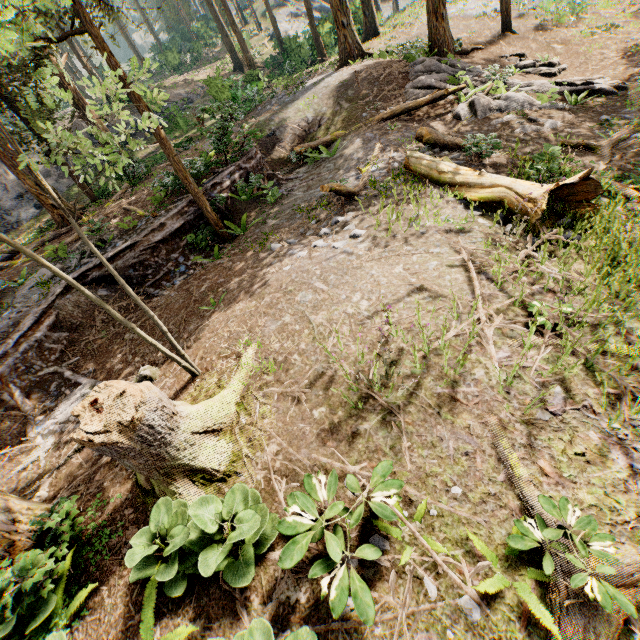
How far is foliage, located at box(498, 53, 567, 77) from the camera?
15.6 meters

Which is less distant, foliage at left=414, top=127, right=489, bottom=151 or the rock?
foliage at left=414, top=127, right=489, bottom=151

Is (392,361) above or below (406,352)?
above

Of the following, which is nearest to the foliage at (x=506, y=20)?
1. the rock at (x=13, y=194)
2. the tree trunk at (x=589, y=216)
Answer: the rock at (x=13, y=194)

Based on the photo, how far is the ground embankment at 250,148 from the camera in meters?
12.1 m

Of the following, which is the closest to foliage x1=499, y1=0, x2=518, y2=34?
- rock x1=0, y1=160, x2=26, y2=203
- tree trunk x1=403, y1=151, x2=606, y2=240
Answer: A: rock x1=0, y1=160, x2=26, y2=203
